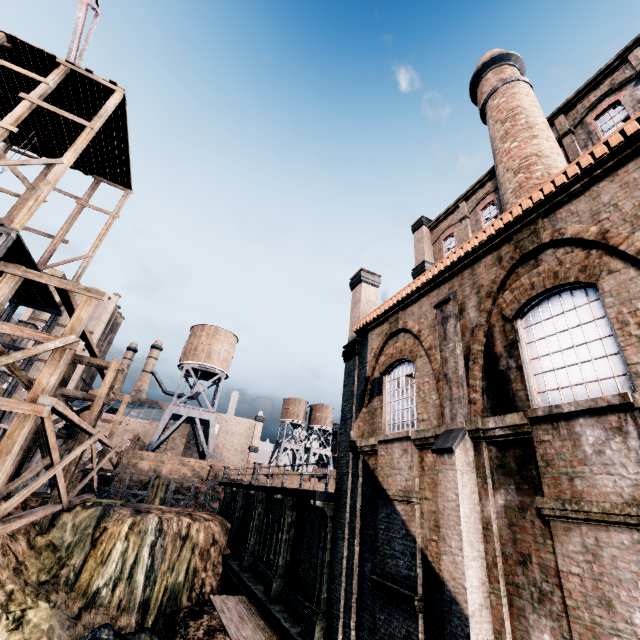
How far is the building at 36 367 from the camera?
51.5 meters

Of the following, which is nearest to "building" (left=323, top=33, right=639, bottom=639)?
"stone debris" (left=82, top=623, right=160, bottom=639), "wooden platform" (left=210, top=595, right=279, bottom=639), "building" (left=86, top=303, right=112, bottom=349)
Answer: "wooden platform" (left=210, top=595, right=279, bottom=639)

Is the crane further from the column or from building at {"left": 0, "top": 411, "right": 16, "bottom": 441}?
the column

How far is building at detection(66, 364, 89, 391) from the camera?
52.78m

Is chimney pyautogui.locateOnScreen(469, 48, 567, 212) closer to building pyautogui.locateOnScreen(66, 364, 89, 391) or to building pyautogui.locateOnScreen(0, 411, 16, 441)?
building pyautogui.locateOnScreen(0, 411, 16, 441)

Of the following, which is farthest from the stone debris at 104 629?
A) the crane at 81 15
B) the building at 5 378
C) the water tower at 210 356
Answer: the crane at 81 15

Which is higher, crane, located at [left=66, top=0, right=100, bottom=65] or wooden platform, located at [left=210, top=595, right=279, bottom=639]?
crane, located at [left=66, top=0, right=100, bottom=65]

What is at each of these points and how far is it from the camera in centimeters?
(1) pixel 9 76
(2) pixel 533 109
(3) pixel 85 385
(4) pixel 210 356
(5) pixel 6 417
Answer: (1) wooden scaffolding, 1980cm
(2) chimney, 1445cm
(3) building, 5919cm
(4) water tower, 4978cm
(5) building, 1992cm
